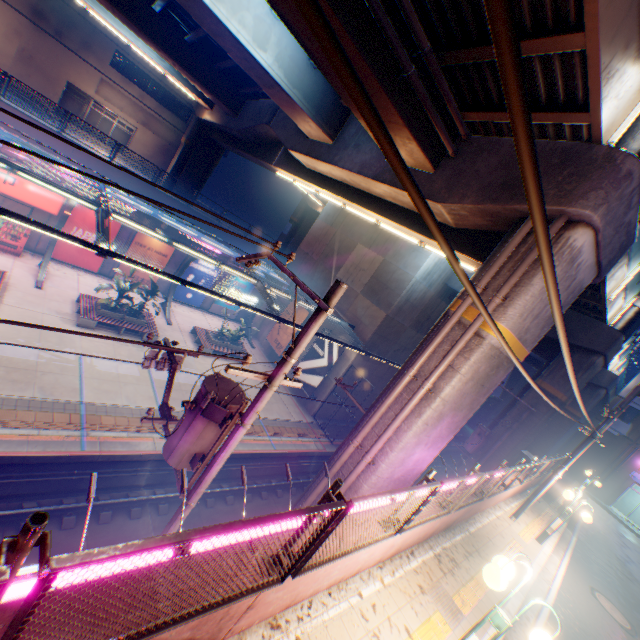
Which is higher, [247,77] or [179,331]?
[247,77]

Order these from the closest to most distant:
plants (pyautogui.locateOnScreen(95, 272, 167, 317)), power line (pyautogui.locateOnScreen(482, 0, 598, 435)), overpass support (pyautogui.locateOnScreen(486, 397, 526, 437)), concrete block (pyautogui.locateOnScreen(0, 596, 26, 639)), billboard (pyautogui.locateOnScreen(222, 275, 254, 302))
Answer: power line (pyautogui.locateOnScreen(482, 0, 598, 435)) < concrete block (pyautogui.locateOnScreen(0, 596, 26, 639)) < plants (pyautogui.locateOnScreen(95, 272, 167, 317)) < overpass support (pyautogui.locateOnScreen(486, 397, 526, 437)) < billboard (pyautogui.locateOnScreen(222, 275, 254, 302))

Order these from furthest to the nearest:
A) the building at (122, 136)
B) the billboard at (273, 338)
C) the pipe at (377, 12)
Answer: the building at (122, 136) → the billboard at (273, 338) → the pipe at (377, 12)

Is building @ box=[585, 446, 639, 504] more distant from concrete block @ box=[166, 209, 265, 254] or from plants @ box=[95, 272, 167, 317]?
plants @ box=[95, 272, 167, 317]

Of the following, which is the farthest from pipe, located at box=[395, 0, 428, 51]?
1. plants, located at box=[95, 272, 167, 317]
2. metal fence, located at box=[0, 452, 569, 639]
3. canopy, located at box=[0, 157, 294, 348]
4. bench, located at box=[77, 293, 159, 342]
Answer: bench, located at box=[77, 293, 159, 342]

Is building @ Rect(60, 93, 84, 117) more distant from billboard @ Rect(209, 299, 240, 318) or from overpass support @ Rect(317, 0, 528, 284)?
billboard @ Rect(209, 299, 240, 318)

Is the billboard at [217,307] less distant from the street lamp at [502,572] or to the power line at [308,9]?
the power line at [308,9]

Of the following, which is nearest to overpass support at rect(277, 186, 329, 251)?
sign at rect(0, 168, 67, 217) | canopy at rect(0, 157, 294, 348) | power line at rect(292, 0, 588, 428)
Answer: canopy at rect(0, 157, 294, 348)
